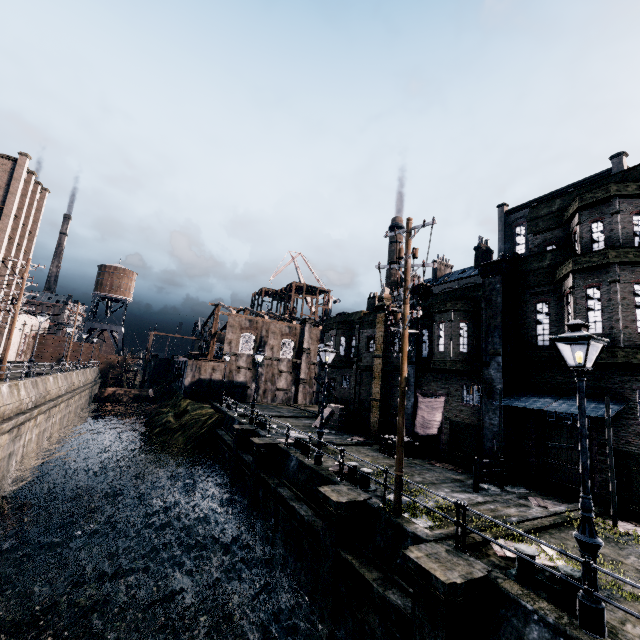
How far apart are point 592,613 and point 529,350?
12.95m

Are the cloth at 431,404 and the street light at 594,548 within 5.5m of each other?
no

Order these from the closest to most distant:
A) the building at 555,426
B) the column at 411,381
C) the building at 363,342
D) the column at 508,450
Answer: the building at 555,426
the column at 508,450
the column at 411,381
the building at 363,342

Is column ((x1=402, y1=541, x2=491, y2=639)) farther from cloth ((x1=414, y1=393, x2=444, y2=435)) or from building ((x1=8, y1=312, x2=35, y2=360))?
building ((x1=8, y1=312, x2=35, y2=360))

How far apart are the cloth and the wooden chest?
7.5m

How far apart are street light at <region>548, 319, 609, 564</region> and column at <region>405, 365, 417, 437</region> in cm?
1486

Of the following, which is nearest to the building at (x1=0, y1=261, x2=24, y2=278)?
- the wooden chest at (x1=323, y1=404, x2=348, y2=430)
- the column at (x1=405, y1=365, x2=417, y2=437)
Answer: the wooden chest at (x1=323, y1=404, x2=348, y2=430)

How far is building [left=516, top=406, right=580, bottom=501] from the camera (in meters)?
14.53
